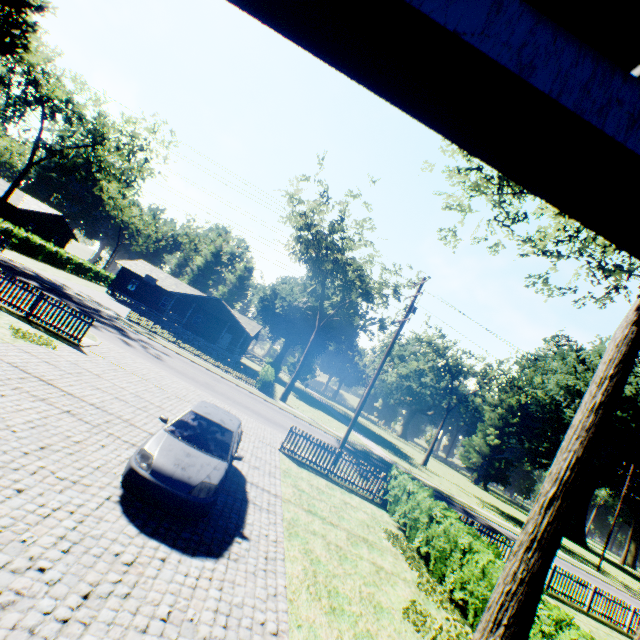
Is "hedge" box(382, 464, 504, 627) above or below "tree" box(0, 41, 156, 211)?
below

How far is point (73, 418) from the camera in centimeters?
798cm

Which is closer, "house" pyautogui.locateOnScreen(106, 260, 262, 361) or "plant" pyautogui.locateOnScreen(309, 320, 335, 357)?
"house" pyautogui.locateOnScreen(106, 260, 262, 361)

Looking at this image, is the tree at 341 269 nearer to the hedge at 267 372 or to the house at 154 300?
the hedge at 267 372

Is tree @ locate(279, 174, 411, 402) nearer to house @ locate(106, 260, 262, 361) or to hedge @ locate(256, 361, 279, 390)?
hedge @ locate(256, 361, 279, 390)

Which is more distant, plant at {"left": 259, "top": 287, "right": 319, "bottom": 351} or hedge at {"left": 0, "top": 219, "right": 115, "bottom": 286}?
plant at {"left": 259, "top": 287, "right": 319, "bottom": 351}

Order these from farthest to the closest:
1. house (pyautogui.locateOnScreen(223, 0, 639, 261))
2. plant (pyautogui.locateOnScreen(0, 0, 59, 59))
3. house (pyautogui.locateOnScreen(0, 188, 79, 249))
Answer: house (pyautogui.locateOnScreen(0, 188, 79, 249)) < plant (pyautogui.locateOnScreen(0, 0, 59, 59)) < house (pyautogui.locateOnScreen(223, 0, 639, 261))

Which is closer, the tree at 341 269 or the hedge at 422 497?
the hedge at 422 497
